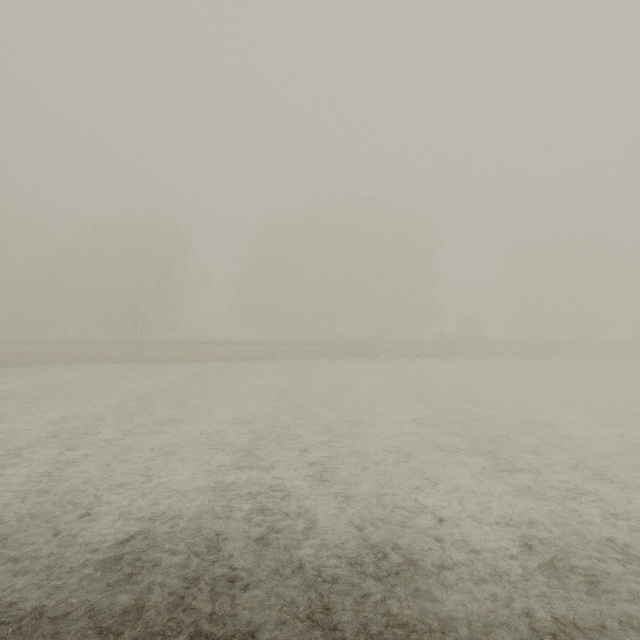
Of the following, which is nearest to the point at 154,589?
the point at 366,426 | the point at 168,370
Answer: the point at 366,426
